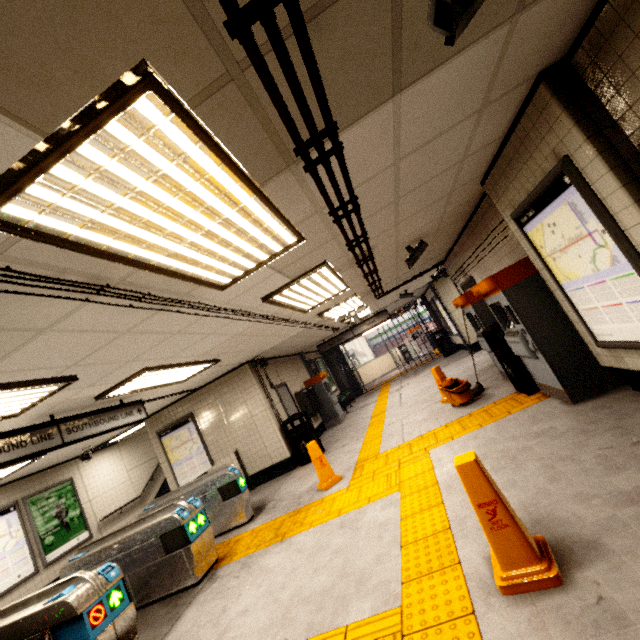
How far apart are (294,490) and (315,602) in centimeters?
367cm

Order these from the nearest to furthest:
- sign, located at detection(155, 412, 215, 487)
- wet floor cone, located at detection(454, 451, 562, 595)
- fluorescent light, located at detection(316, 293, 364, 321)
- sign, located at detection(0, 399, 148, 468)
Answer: wet floor cone, located at detection(454, 451, 562, 595)
sign, located at detection(0, 399, 148, 468)
fluorescent light, located at detection(316, 293, 364, 321)
sign, located at detection(155, 412, 215, 487)

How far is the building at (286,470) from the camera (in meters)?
6.52

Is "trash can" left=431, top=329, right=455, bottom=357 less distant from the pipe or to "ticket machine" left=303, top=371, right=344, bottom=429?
"ticket machine" left=303, top=371, right=344, bottom=429

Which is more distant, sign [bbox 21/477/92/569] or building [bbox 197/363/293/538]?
sign [bbox 21/477/92/569]

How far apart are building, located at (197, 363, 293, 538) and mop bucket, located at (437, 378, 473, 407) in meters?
4.0

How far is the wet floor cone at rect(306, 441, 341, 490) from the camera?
5.5 meters

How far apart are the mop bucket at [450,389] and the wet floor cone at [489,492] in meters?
3.9
